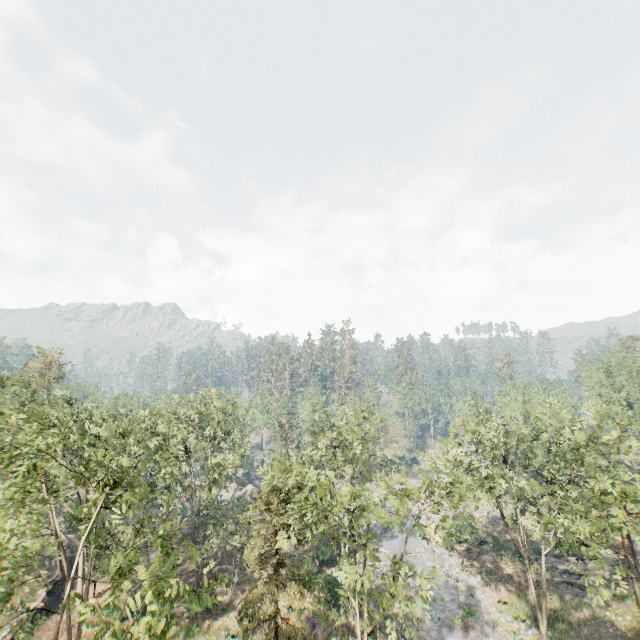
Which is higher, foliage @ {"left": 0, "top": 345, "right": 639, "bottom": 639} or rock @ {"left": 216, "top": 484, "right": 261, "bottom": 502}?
foliage @ {"left": 0, "top": 345, "right": 639, "bottom": 639}

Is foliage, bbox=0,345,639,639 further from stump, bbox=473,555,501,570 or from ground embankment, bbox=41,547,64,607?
stump, bbox=473,555,501,570

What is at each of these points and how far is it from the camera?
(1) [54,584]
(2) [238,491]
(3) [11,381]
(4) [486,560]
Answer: (1) ground embankment, 32.59m
(2) rock, 59.00m
(3) foliage, 26.16m
(4) stump, 37.59m

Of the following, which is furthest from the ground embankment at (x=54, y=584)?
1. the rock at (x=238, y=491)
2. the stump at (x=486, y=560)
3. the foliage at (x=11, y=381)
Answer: the stump at (x=486, y=560)

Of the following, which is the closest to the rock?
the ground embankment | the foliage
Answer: the foliage

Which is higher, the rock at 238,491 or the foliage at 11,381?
the foliage at 11,381

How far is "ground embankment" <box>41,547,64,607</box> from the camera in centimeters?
3195cm
